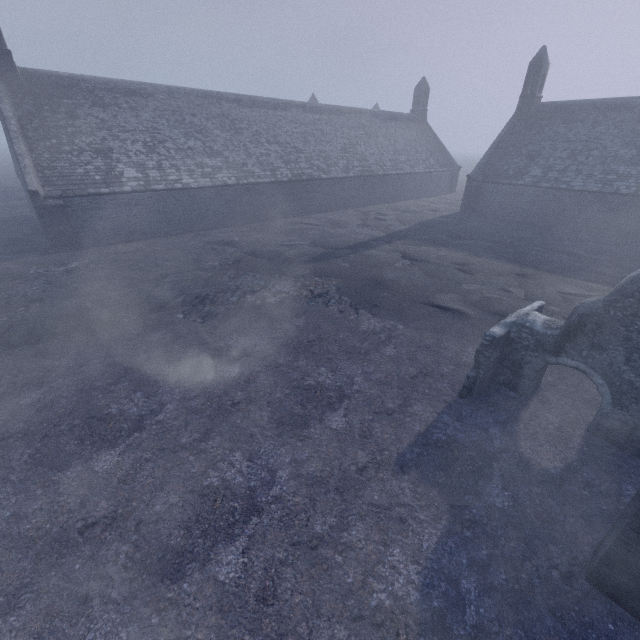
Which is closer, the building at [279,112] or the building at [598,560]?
the building at [598,560]

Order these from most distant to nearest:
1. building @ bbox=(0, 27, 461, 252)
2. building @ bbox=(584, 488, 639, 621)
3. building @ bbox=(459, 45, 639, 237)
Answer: building @ bbox=(459, 45, 639, 237)
building @ bbox=(0, 27, 461, 252)
building @ bbox=(584, 488, 639, 621)

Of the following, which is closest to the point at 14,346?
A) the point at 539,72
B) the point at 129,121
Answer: the point at 129,121

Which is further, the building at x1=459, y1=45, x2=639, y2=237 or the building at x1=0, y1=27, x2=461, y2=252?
the building at x1=459, y1=45, x2=639, y2=237

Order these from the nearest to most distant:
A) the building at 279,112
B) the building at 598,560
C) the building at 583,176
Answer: the building at 598,560, the building at 279,112, the building at 583,176

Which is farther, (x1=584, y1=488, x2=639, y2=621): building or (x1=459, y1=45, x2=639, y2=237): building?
(x1=459, y1=45, x2=639, y2=237): building
